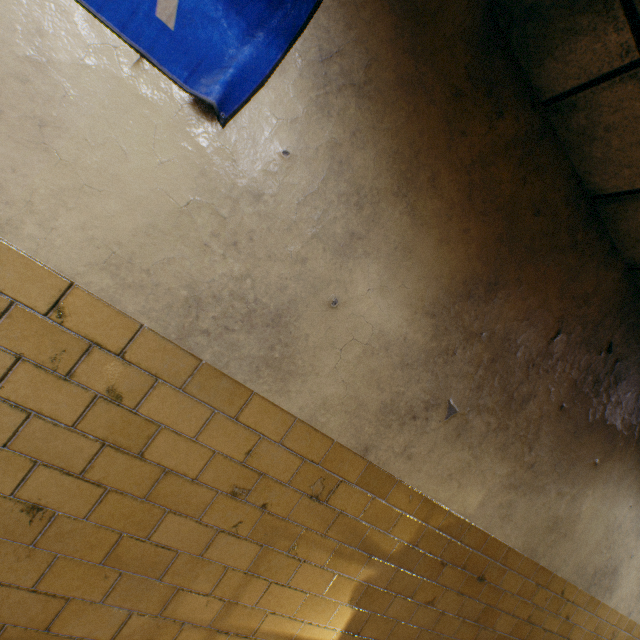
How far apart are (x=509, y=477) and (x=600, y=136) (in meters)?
2.04
